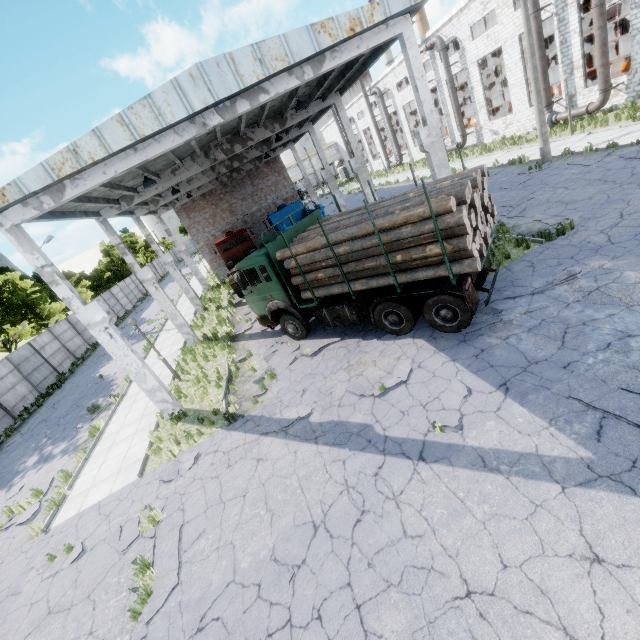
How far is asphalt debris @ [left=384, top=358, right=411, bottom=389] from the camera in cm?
805

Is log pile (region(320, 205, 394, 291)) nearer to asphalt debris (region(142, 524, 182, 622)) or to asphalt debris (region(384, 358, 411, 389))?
asphalt debris (region(384, 358, 411, 389))

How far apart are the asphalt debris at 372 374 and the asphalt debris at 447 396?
1.00m

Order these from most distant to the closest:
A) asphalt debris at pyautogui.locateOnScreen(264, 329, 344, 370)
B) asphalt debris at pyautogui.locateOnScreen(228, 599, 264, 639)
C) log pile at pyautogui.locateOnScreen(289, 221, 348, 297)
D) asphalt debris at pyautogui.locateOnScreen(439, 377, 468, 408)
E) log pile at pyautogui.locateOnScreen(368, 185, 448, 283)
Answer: asphalt debris at pyautogui.locateOnScreen(264, 329, 344, 370)
log pile at pyautogui.locateOnScreen(289, 221, 348, 297)
log pile at pyautogui.locateOnScreen(368, 185, 448, 283)
asphalt debris at pyautogui.locateOnScreen(439, 377, 468, 408)
asphalt debris at pyautogui.locateOnScreen(228, 599, 264, 639)

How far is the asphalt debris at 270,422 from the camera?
8.65m

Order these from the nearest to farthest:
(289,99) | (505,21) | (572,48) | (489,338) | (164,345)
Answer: (489,338), (289,99), (164,345), (572,48), (505,21)

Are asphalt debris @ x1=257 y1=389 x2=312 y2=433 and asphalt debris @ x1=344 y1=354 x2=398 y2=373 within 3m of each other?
yes

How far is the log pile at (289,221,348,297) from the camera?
9.2m
